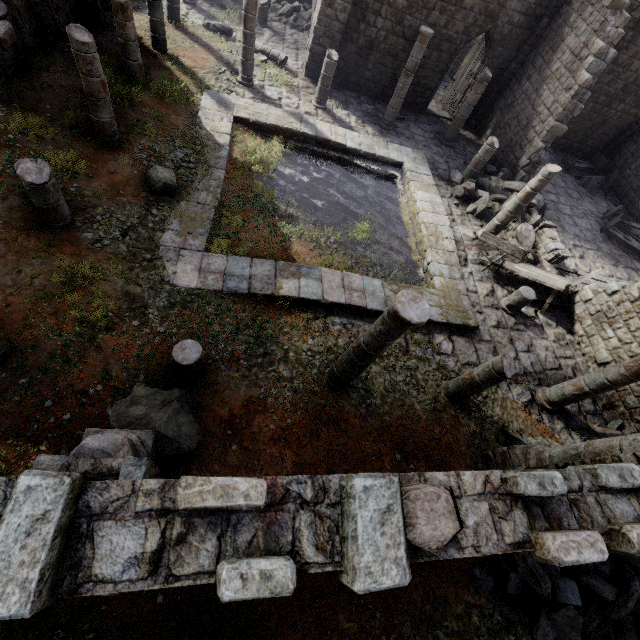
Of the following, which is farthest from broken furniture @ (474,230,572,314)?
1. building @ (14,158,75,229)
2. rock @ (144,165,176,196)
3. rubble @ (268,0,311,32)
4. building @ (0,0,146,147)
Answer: rubble @ (268,0,311,32)

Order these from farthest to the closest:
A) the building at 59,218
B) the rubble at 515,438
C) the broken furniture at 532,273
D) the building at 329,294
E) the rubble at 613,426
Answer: the broken furniture at 532,273 < the rubble at 613,426 < the rubble at 515,438 < the building at 59,218 < the building at 329,294

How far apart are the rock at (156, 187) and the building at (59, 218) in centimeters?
207cm

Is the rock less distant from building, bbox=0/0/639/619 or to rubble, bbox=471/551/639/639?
building, bbox=0/0/639/619

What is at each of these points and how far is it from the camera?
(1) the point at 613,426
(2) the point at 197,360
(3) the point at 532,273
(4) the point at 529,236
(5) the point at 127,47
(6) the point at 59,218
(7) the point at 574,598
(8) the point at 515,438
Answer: (1) rubble, 9.9m
(2) building, 6.3m
(3) broken furniture, 12.0m
(4) rubble, 13.8m
(5) building, 10.2m
(6) building, 7.4m
(7) rubble, 6.3m
(8) rubble, 8.8m

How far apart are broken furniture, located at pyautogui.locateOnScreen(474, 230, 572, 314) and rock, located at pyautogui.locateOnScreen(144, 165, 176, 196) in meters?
10.8

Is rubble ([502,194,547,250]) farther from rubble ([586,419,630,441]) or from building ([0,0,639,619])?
rubble ([586,419,630,441])

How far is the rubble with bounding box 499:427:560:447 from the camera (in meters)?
8.67
